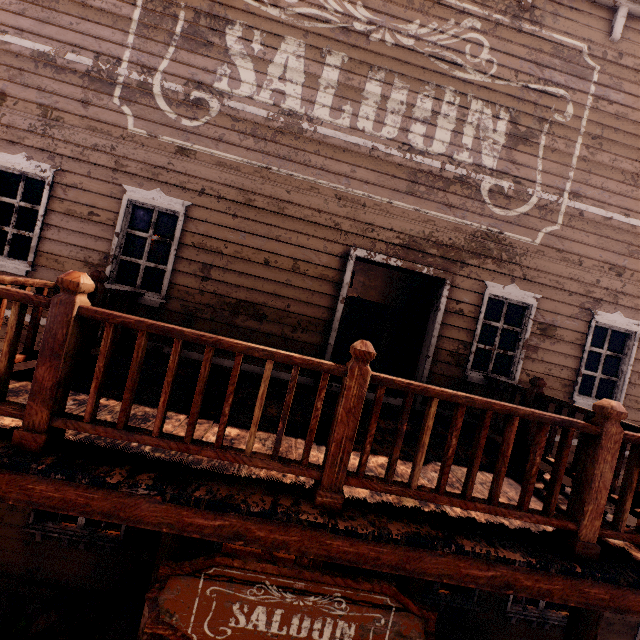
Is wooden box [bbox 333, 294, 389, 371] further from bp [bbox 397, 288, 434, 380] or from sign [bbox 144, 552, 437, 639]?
sign [bbox 144, 552, 437, 639]

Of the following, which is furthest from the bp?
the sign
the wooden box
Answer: the sign

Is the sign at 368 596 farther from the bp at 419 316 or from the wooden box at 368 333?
the wooden box at 368 333

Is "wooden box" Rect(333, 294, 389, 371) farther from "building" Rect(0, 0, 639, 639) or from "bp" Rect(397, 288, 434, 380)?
"bp" Rect(397, 288, 434, 380)

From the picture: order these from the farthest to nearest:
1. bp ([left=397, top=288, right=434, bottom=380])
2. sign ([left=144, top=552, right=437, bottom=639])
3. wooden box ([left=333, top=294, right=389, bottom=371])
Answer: wooden box ([left=333, top=294, right=389, bottom=371])
bp ([left=397, top=288, right=434, bottom=380])
sign ([left=144, top=552, right=437, bottom=639])

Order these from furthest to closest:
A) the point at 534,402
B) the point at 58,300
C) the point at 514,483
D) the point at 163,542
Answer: the point at 534,402, the point at 514,483, the point at 163,542, the point at 58,300

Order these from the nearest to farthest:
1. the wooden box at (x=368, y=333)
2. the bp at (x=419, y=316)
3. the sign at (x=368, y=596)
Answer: the sign at (x=368, y=596) < the bp at (x=419, y=316) < the wooden box at (x=368, y=333)

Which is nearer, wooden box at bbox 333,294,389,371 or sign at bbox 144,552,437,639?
sign at bbox 144,552,437,639
